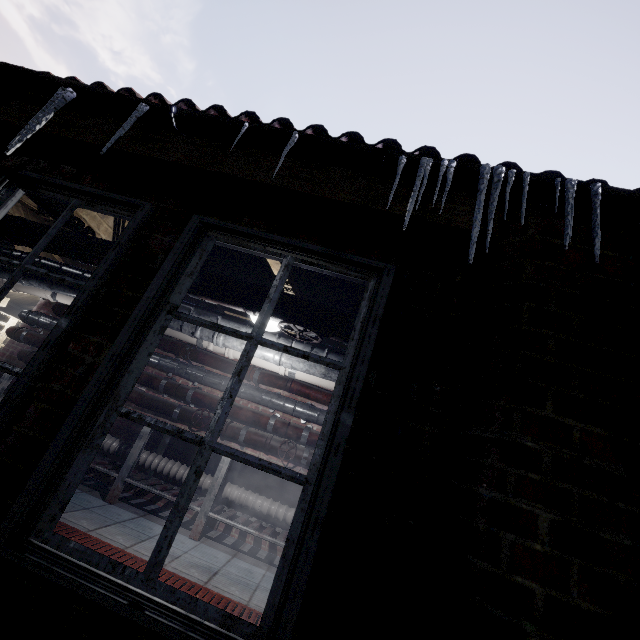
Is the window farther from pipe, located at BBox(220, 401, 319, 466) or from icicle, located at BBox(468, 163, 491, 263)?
pipe, located at BBox(220, 401, 319, 466)

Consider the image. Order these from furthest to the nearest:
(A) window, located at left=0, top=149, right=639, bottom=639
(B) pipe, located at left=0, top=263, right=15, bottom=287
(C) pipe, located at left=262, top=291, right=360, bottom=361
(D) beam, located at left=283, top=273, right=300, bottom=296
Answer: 1. (B) pipe, located at left=0, top=263, right=15, bottom=287
2. (D) beam, located at left=283, top=273, right=300, bottom=296
3. (C) pipe, located at left=262, top=291, right=360, bottom=361
4. (A) window, located at left=0, top=149, right=639, bottom=639

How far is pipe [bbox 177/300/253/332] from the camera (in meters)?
2.91

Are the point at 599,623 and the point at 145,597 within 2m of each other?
yes

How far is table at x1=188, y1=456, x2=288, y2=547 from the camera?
3.23m

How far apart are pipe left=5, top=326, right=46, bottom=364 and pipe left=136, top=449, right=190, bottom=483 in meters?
0.4

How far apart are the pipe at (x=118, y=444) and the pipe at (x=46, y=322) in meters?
0.4 m

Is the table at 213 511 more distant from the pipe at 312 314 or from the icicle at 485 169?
the icicle at 485 169
